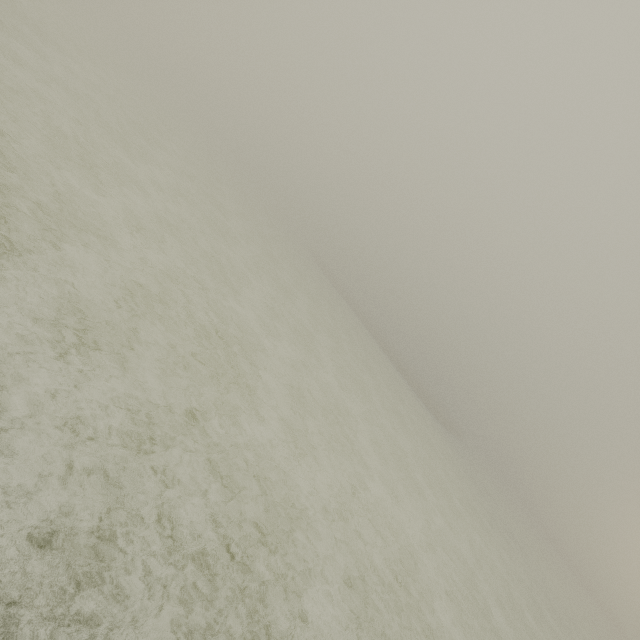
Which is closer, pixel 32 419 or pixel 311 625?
pixel 32 419
